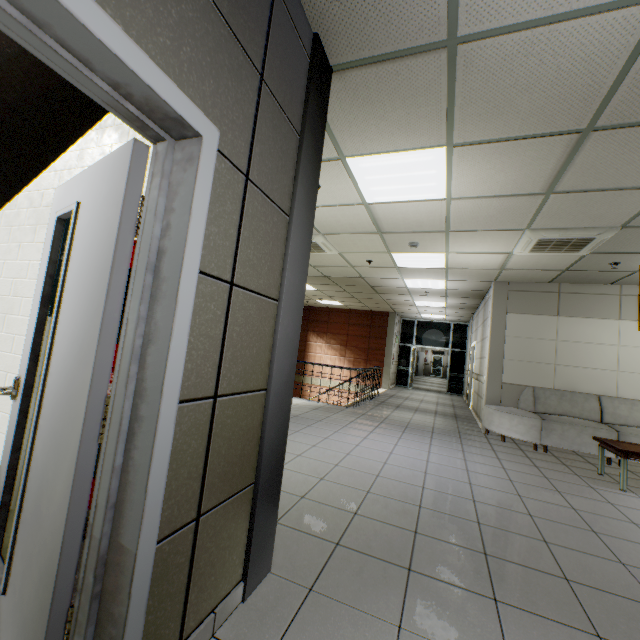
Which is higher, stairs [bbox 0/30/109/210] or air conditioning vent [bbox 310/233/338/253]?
air conditioning vent [bbox 310/233/338/253]

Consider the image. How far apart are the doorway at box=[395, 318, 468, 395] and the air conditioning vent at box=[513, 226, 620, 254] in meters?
9.4

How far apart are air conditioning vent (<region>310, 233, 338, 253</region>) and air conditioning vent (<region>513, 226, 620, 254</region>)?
2.98m

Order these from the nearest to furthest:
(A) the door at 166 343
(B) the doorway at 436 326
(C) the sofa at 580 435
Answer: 1. (A) the door at 166 343
2. (C) the sofa at 580 435
3. (B) the doorway at 436 326

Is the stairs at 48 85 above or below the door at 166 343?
above

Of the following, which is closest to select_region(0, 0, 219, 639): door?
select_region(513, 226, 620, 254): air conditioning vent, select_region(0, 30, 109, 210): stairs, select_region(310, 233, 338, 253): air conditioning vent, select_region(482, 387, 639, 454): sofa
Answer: select_region(0, 30, 109, 210): stairs

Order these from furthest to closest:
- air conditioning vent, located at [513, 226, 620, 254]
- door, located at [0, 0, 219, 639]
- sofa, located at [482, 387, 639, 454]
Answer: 1. sofa, located at [482, 387, 639, 454]
2. air conditioning vent, located at [513, 226, 620, 254]
3. door, located at [0, 0, 219, 639]

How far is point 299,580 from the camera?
1.9m
